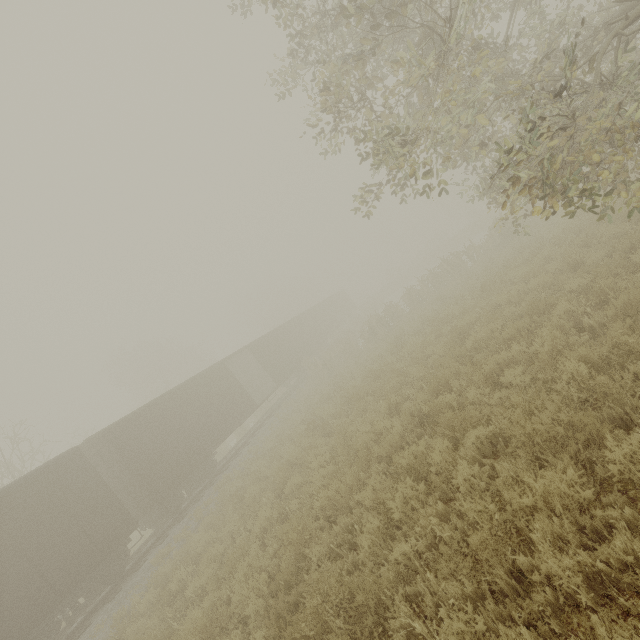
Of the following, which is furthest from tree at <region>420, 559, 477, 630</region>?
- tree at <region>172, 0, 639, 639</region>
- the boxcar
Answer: the boxcar

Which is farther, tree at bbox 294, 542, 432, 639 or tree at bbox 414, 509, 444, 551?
tree at bbox 414, 509, 444, 551

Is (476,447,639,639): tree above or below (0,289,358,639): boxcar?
below

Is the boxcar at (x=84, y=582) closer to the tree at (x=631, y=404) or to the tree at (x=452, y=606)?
the tree at (x=452, y=606)

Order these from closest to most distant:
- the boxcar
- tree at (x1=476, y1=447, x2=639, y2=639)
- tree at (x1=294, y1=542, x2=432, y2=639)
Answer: tree at (x1=476, y1=447, x2=639, y2=639) → tree at (x1=294, y1=542, x2=432, y2=639) → the boxcar

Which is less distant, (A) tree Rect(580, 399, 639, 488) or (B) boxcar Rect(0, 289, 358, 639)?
(A) tree Rect(580, 399, 639, 488)

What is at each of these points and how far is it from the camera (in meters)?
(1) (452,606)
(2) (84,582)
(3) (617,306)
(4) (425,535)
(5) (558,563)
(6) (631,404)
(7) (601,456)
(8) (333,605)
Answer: (1) tree, 3.47
(2) boxcar, 10.12
(3) tree, 5.33
(4) tree, 4.54
(5) tree, 2.86
(6) tree, 4.04
(7) tree, 3.39
(8) tree, 4.49

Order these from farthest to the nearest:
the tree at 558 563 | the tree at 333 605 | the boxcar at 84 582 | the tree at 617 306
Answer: the boxcar at 84 582
the tree at 617 306
the tree at 333 605
the tree at 558 563
